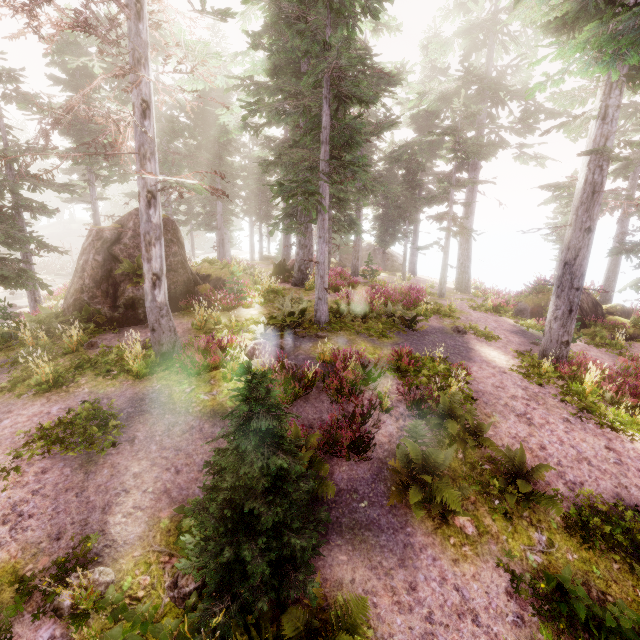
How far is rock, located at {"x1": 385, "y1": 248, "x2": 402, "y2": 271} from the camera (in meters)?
37.50

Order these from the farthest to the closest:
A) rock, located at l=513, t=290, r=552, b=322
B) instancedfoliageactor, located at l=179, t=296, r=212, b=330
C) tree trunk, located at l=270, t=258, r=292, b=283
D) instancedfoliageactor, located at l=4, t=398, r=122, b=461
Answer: tree trunk, located at l=270, t=258, r=292, b=283 → rock, located at l=513, t=290, r=552, b=322 → instancedfoliageactor, located at l=179, t=296, r=212, b=330 → instancedfoliageactor, located at l=4, t=398, r=122, b=461

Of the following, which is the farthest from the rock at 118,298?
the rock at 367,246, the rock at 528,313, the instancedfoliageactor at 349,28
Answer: the rock at 367,246

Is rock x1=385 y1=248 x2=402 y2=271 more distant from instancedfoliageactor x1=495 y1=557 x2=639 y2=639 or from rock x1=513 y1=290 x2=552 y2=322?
rock x1=513 y1=290 x2=552 y2=322

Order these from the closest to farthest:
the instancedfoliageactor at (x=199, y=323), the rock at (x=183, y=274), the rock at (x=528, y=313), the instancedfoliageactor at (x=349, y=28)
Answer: the instancedfoliageactor at (x=349, y=28)
the instancedfoliageactor at (x=199, y=323)
the rock at (x=183, y=274)
the rock at (x=528, y=313)

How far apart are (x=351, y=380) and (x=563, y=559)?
5.54m

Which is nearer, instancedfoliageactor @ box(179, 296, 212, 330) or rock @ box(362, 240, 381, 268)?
instancedfoliageactor @ box(179, 296, 212, 330)

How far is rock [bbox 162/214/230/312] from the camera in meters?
13.2 m
